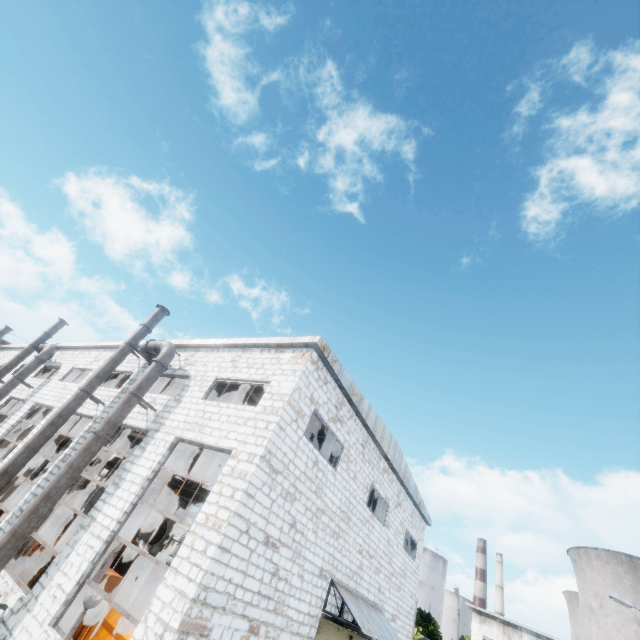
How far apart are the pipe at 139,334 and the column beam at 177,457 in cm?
524

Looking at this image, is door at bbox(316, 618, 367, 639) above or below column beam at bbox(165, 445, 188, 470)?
below

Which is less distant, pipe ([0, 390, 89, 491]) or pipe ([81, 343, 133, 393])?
pipe ([0, 390, 89, 491])

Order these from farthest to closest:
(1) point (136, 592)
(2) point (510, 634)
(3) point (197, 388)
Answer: (2) point (510, 634), (3) point (197, 388), (1) point (136, 592)

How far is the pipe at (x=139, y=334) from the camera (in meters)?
16.28

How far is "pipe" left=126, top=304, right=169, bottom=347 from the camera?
16.3m

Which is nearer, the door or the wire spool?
the door

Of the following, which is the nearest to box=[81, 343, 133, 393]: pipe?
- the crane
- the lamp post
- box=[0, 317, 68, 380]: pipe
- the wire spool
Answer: the crane
